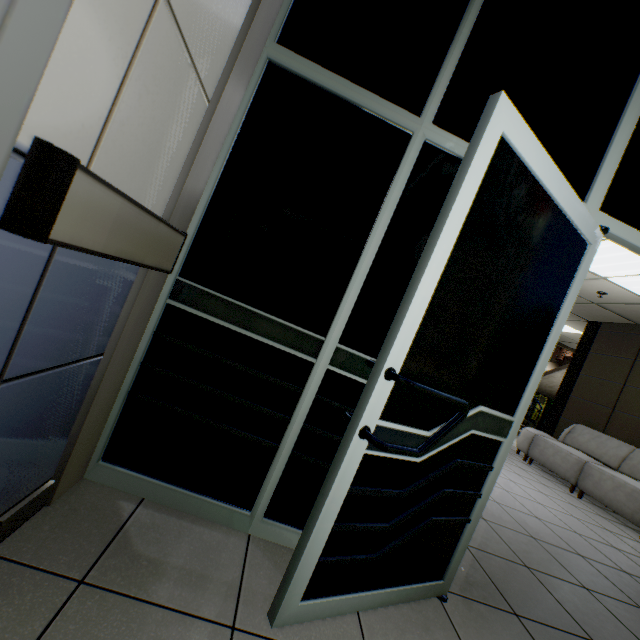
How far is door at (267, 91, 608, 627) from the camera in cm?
109

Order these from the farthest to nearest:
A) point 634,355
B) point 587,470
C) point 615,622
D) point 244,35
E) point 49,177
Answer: point 634,355 → point 587,470 → point 615,622 → point 244,35 → point 49,177

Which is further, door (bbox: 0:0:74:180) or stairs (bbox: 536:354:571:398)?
stairs (bbox: 536:354:571:398)

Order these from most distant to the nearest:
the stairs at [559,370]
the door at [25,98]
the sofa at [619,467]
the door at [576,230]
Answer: the stairs at [559,370], the sofa at [619,467], the door at [576,230], the door at [25,98]

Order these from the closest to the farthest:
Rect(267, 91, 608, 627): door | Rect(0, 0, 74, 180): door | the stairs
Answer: Rect(0, 0, 74, 180): door, Rect(267, 91, 608, 627): door, the stairs

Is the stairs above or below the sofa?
above

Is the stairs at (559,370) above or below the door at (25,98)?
above

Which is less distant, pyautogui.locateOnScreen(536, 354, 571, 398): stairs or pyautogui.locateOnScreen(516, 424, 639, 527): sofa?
pyautogui.locateOnScreen(516, 424, 639, 527): sofa
